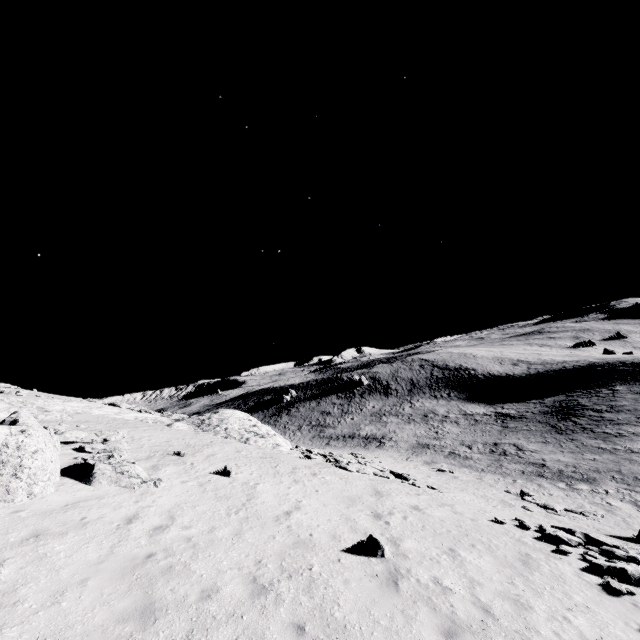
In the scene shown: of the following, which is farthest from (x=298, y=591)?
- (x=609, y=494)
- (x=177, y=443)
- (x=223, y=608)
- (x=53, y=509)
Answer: (x=609, y=494)

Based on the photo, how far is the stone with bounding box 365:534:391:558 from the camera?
8.87m

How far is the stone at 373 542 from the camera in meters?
8.9
